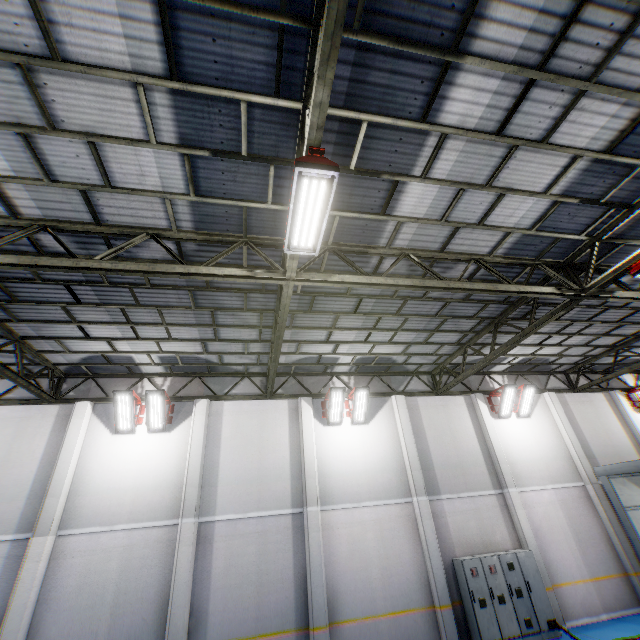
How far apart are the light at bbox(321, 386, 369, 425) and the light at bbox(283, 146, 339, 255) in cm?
771

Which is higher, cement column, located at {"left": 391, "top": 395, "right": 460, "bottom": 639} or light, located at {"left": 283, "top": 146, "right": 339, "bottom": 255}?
light, located at {"left": 283, "top": 146, "right": 339, "bottom": 255}

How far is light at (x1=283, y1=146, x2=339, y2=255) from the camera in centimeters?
425cm

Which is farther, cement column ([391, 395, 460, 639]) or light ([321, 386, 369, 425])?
light ([321, 386, 369, 425])

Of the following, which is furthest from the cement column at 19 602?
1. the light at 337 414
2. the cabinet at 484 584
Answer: the cabinet at 484 584

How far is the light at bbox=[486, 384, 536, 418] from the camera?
14.1 meters

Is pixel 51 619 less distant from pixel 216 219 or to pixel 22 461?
pixel 22 461

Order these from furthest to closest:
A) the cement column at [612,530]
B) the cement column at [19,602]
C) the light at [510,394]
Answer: the light at [510,394] < the cement column at [612,530] < the cement column at [19,602]
